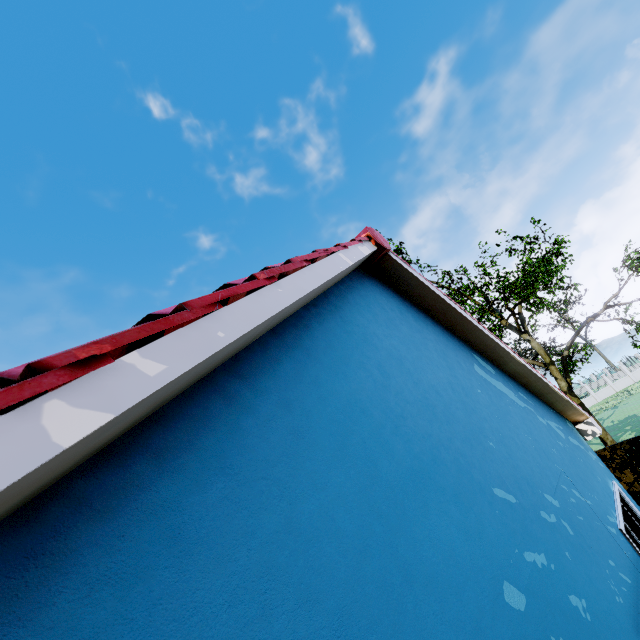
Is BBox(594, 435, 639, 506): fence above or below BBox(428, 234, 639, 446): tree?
below

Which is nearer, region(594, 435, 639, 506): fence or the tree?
region(594, 435, 639, 506): fence

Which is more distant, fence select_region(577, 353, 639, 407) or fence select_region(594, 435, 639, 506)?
fence select_region(577, 353, 639, 407)

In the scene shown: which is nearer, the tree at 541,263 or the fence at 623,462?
the fence at 623,462

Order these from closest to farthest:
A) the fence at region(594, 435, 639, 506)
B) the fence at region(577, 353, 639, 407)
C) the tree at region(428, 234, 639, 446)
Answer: the fence at region(594, 435, 639, 506), the tree at region(428, 234, 639, 446), the fence at region(577, 353, 639, 407)

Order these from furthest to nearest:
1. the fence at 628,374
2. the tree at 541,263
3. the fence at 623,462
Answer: the fence at 628,374
the tree at 541,263
the fence at 623,462

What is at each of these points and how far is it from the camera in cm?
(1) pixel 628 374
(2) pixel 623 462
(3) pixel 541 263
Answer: (1) fence, 4084
(2) fence, 931
(3) tree, 1343
